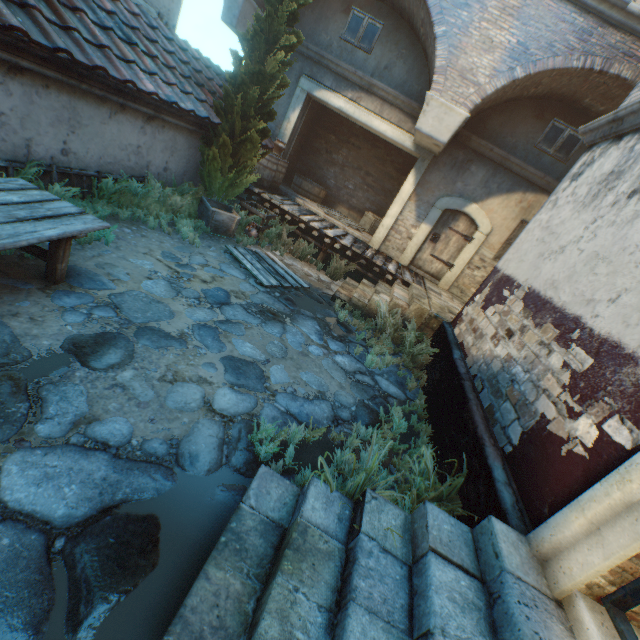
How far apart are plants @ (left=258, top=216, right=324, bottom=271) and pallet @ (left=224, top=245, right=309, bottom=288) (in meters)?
0.77

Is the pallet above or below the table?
below

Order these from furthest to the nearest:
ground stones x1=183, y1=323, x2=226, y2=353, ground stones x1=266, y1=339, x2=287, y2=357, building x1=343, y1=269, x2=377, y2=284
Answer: building x1=343, y1=269, x2=377, y2=284 < ground stones x1=266, y1=339, x2=287, y2=357 < ground stones x1=183, y1=323, x2=226, y2=353

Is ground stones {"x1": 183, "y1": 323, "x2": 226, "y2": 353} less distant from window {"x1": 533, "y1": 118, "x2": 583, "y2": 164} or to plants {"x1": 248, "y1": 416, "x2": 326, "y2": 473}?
plants {"x1": 248, "y1": 416, "x2": 326, "y2": 473}

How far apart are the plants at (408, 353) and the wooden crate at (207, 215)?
5.34m

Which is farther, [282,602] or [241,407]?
[241,407]

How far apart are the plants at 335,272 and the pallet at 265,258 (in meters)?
1.34

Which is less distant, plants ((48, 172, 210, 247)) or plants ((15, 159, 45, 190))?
plants ((15, 159, 45, 190))
